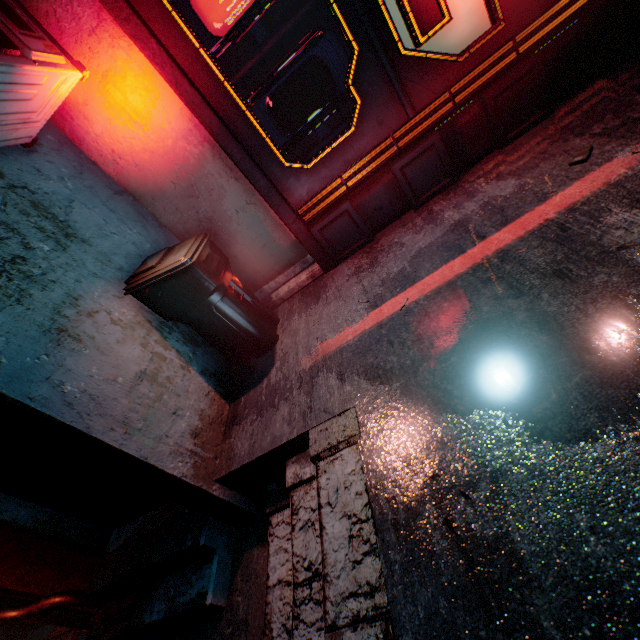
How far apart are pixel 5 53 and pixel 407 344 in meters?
2.2 m

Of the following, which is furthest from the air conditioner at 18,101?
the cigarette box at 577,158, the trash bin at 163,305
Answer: the cigarette box at 577,158

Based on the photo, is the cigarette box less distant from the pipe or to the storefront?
the storefront

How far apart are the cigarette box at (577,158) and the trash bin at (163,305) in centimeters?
222cm

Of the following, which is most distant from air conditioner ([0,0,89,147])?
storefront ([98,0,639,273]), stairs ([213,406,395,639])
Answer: stairs ([213,406,395,639])

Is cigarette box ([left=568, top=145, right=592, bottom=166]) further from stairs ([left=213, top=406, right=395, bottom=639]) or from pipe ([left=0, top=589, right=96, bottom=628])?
pipe ([left=0, top=589, right=96, bottom=628])

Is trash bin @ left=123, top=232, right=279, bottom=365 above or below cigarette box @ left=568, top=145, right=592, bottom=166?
above

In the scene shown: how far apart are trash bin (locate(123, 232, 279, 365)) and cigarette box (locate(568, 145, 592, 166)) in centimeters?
222cm
